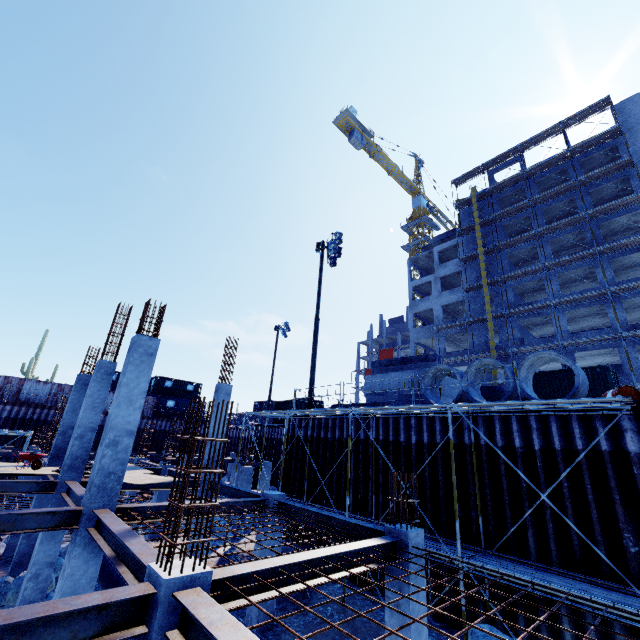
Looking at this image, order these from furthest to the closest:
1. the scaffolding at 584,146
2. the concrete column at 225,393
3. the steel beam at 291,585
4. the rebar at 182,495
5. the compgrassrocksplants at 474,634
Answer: the scaffolding at 584,146, the concrete column at 225,393, the compgrassrocksplants at 474,634, the steel beam at 291,585, the rebar at 182,495

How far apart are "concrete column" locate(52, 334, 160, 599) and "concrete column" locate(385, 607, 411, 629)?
6.2m

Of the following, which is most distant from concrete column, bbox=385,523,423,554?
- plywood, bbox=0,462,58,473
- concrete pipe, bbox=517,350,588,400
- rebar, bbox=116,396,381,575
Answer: plywood, bbox=0,462,58,473

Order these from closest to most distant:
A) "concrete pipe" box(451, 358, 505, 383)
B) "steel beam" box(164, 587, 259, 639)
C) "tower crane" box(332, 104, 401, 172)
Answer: "steel beam" box(164, 587, 259, 639) < "concrete pipe" box(451, 358, 505, 383) < "tower crane" box(332, 104, 401, 172)

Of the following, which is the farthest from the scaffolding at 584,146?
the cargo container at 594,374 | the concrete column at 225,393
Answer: the concrete column at 225,393

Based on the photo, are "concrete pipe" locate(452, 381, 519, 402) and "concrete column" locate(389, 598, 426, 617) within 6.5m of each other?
yes

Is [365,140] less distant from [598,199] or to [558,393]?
[598,199]

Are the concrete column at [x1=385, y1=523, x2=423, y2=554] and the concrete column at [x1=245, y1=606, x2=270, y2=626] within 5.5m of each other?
yes
